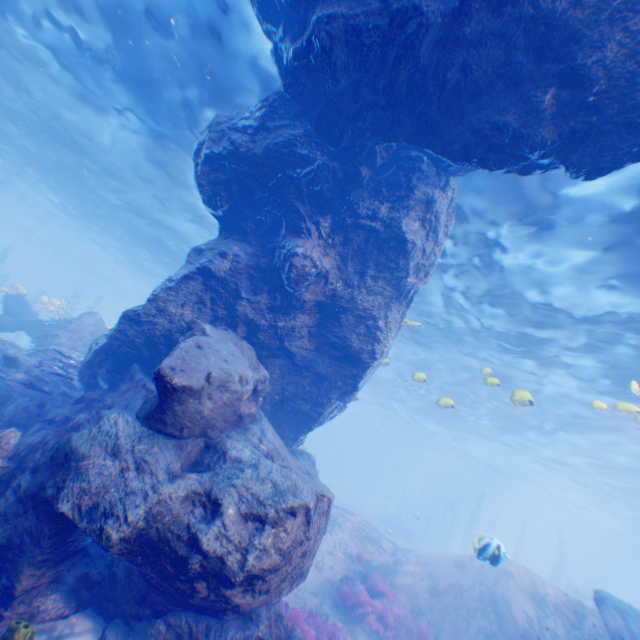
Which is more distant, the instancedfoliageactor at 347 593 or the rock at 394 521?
the rock at 394 521

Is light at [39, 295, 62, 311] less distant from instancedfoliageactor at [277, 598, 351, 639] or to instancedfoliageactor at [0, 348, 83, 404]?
instancedfoliageactor at [277, 598, 351, 639]

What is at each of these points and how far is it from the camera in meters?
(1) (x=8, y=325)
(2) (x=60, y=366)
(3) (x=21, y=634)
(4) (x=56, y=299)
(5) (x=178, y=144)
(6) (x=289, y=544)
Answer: (1) plane, 15.8 m
(2) instancedfoliageactor, 9.5 m
(3) instancedfoliageactor, 3.6 m
(4) light, 20.5 m
(5) light, 14.1 m
(6) rock, 5.0 m

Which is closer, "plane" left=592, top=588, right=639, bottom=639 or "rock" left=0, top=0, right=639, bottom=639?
"rock" left=0, top=0, right=639, bottom=639

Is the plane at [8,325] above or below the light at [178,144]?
below

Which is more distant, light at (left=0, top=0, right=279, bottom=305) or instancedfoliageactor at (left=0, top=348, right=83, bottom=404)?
light at (left=0, top=0, right=279, bottom=305)

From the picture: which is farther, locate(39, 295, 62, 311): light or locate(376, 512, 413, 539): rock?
locate(376, 512, 413, 539): rock

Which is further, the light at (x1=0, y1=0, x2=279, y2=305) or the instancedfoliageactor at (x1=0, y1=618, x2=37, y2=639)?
the light at (x1=0, y1=0, x2=279, y2=305)
